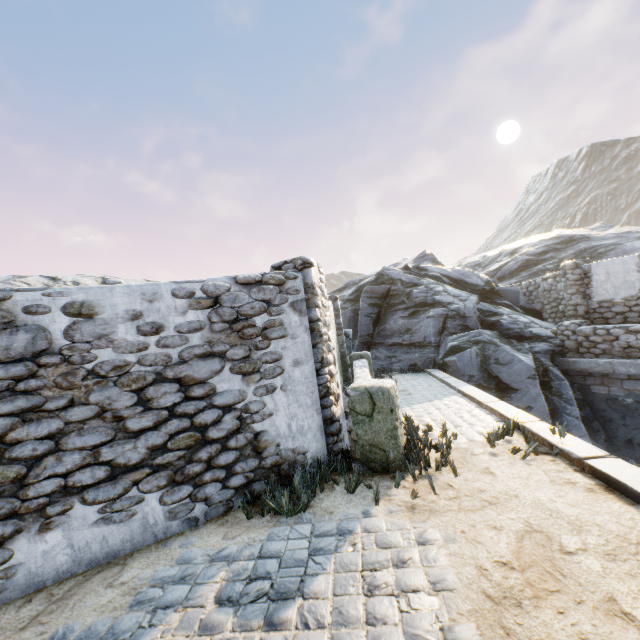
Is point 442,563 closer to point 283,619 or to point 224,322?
point 283,619

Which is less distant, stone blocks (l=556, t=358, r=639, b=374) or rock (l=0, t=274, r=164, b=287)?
stone blocks (l=556, t=358, r=639, b=374)

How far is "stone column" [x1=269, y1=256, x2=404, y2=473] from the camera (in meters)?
4.40

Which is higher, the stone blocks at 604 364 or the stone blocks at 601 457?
the stone blocks at 601 457

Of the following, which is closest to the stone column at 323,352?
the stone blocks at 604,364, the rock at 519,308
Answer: the stone blocks at 604,364

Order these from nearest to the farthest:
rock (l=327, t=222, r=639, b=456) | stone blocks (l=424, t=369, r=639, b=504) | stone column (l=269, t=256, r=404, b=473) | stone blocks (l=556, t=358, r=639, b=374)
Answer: stone blocks (l=424, t=369, r=639, b=504)
stone column (l=269, t=256, r=404, b=473)
stone blocks (l=556, t=358, r=639, b=374)
rock (l=327, t=222, r=639, b=456)

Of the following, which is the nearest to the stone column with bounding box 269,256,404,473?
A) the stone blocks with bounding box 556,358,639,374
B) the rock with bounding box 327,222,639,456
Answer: the stone blocks with bounding box 556,358,639,374

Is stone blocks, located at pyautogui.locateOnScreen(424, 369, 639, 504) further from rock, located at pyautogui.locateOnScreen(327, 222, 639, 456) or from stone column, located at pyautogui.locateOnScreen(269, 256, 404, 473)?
stone column, located at pyautogui.locateOnScreen(269, 256, 404, 473)
